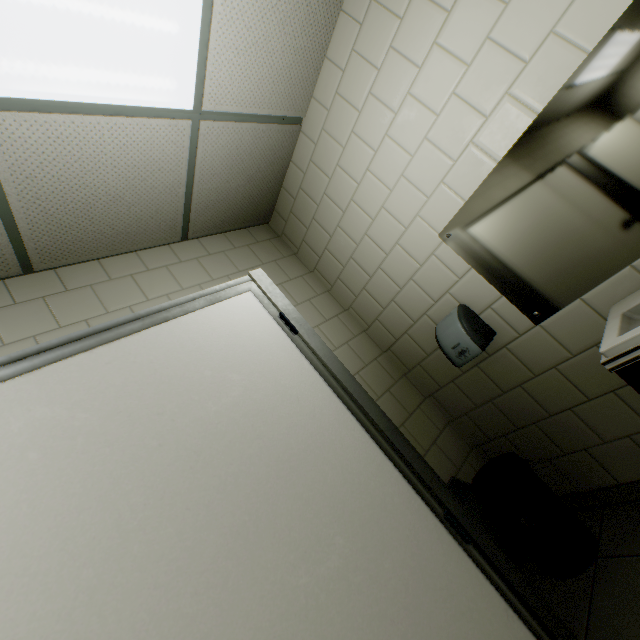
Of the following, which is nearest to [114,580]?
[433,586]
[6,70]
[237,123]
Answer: [433,586]

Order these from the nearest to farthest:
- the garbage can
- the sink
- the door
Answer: the door → the sink → the garbage can

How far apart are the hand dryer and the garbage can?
0.7 meters

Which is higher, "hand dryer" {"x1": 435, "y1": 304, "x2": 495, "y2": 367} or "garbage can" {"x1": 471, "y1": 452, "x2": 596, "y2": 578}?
"hand dryer" {"x1": 435, "y1": 304, "x2": 495, "y2": 367}

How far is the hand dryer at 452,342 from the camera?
1.97m

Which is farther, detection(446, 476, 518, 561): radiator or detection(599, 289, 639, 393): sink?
detection(446, 476, 518, 561): radiator

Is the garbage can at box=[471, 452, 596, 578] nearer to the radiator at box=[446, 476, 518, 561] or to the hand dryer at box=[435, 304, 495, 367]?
the radiator at box=[446, 476, 518, 561]

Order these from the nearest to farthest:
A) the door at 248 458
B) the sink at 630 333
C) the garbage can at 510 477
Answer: the door at 248 458, the sink at 630 333, the garbage can at 510 477
